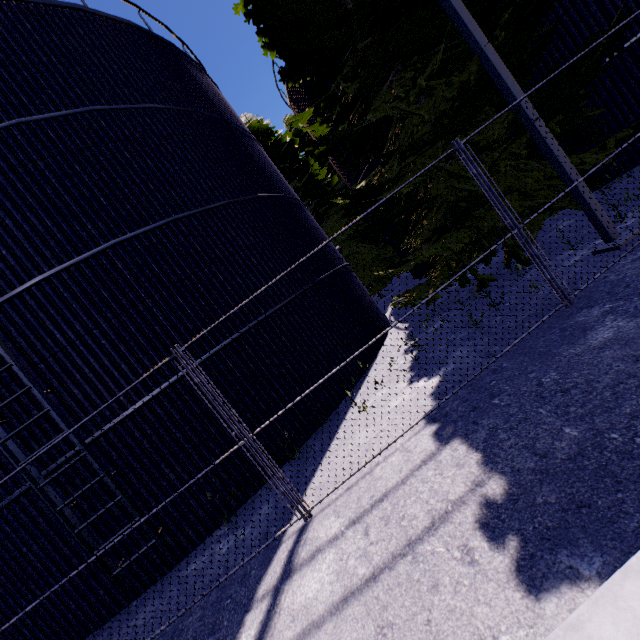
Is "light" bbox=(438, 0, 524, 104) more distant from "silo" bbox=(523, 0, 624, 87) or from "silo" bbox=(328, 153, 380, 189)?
"silo" bbox=(328, 153, 380, 189)

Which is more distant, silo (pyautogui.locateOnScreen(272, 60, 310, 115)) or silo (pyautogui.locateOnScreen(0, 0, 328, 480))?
silo (pyautogui.locateOnScreen(272, 60, 310, 115))

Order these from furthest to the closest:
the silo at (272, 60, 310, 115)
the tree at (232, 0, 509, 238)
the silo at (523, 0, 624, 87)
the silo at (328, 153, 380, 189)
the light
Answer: the silo at (272, 60, 310, 115)
the silo at (328, 153, 380, 189)
the silo at (523, 0, 624, 87)
the tree at (232, 0, 509, 238)
the light

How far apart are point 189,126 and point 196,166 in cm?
154

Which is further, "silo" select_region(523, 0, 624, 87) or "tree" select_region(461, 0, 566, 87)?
"silo" select_region(523, 0, 624, 87)

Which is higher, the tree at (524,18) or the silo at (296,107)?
the silo at (296,107)

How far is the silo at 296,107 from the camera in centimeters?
1538cm

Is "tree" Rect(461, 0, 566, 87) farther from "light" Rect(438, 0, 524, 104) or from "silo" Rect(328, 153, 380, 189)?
"silo" Rect(328, 153, 380, 189)
